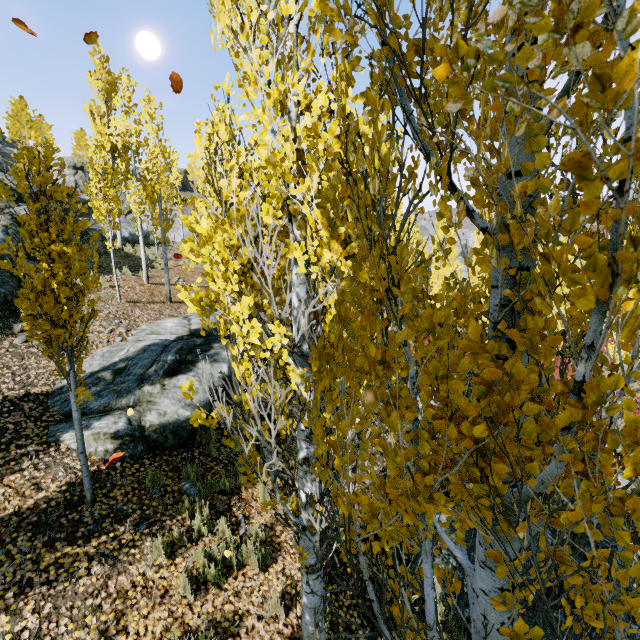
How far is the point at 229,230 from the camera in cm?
278

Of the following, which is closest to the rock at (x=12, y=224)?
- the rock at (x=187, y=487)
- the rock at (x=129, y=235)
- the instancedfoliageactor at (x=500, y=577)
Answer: the instancedfoliageactor at (x=500, y=577)

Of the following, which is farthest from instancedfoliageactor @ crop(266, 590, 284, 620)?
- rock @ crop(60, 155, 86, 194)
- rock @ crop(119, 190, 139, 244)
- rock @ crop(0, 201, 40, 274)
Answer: rock @ crop(60, 155, 86, 194)

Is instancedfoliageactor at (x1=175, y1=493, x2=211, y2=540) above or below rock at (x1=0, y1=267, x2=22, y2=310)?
below

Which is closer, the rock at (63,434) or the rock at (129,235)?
the rock at (63,434)

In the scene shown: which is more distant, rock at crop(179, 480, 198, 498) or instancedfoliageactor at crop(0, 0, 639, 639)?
rock at crop(179, 480, 198, 498)

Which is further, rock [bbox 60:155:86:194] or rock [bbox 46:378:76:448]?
rock [bbox 60:155:86:194]

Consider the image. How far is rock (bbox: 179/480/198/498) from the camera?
5.4m
